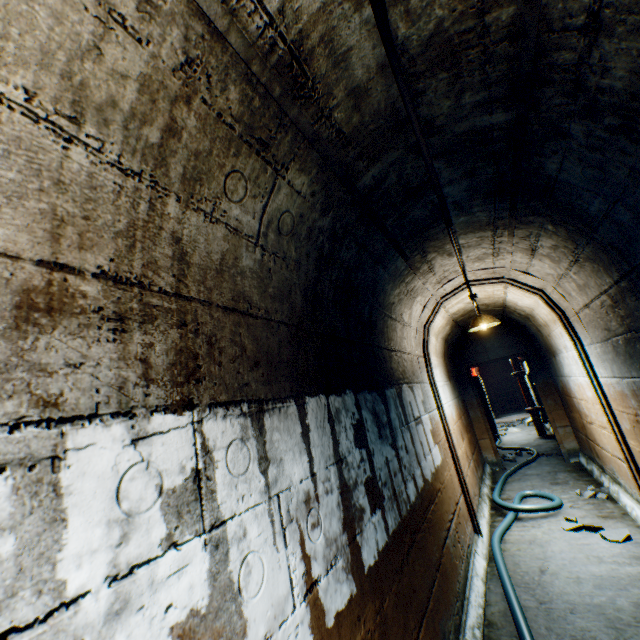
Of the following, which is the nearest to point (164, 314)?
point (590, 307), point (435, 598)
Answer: point (435, 598)

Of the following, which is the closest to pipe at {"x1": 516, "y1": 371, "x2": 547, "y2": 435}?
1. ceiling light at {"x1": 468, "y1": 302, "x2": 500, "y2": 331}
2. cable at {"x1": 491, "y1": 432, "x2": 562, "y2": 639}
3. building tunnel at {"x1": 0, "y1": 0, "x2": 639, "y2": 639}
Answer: building tunnel at {"x1": 0, "y1": 0, "x2": 639, "y2": 639}

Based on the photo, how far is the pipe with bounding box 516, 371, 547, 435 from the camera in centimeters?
907cm

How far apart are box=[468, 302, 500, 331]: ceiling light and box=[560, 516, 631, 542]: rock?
2.48m

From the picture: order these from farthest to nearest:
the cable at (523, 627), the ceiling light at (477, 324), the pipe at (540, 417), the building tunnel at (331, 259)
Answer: the pipe at (540, 417)
the ceiling light at (477, 324)
the cable at (523, 627)
the building tunnel at (331, 259)

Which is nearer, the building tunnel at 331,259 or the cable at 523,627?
the building tunnel at 331,259

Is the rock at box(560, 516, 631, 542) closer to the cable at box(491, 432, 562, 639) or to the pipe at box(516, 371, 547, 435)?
the cable at box(491, 432, 562, 639)

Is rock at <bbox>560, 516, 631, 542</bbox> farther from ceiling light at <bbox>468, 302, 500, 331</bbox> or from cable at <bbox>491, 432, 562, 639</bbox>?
ceiling light at <bbox>468, 302, 500, 331</bbox>
